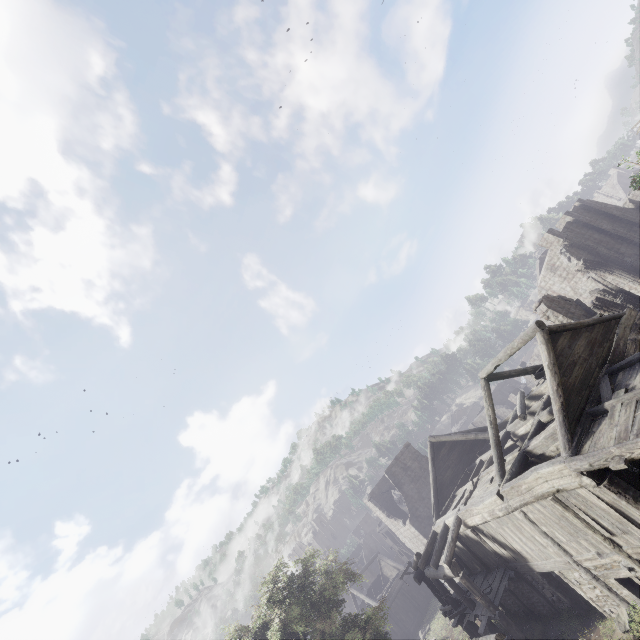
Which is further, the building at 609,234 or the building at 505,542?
the building at 609,234

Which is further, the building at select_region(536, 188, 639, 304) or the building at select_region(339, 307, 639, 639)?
the building at select_region(536, 188, 639, 304)

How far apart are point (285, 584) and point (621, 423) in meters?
21.4
